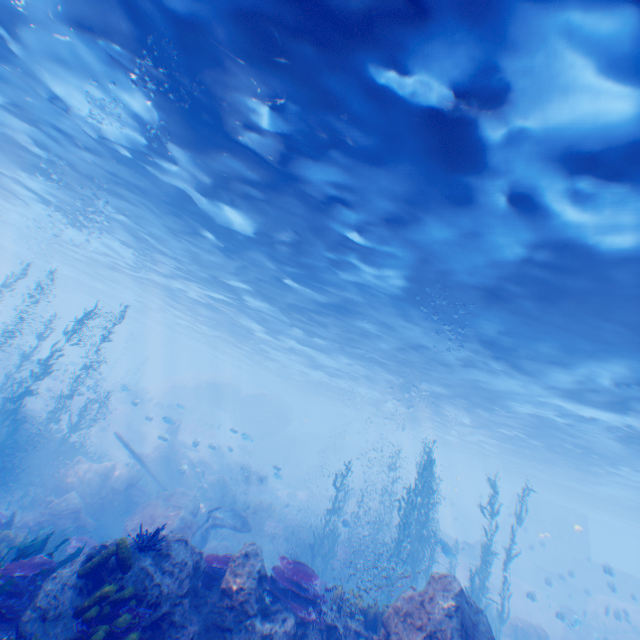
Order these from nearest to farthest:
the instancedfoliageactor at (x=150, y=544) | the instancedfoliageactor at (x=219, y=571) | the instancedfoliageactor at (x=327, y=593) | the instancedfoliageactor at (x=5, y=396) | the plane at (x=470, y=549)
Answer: the instancedfoliageactor at (x=150, y=544) → the instancedfoliageactor at (x=219, y=571) → the instancedfoliageactor at (x=327, y=593) → the instancedfoliageactor at (x=5, y=396) → the plane at (x=470, y=549)

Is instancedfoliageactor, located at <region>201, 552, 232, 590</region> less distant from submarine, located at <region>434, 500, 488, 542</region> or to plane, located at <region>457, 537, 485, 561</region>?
submarine, located at <region>434, 500, 488, 542</region>

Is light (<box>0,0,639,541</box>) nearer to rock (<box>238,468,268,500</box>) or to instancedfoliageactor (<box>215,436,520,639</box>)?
rock (<box>238,468,268,500</box>)

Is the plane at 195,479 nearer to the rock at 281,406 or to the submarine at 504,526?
the rock at 281,406

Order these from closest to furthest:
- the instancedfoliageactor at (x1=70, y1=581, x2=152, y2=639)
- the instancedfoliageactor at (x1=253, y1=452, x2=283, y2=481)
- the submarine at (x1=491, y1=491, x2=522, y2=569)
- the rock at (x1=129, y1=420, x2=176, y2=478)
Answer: the instancedfoliageactor at (x1=70, y1=581, x2=152, y2=639)
the instancedfoliageactor at (x1=253, y1=452, x2=283, y2=481)
the rock at (x1=129, y1=420, x2=176, y2=478)
the submarine at (x1=491, y1=491, x2=522, y2=569)

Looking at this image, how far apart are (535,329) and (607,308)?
2.5m

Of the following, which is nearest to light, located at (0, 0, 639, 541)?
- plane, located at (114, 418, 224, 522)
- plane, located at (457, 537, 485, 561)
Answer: plane, located at (457, 537, 485, 561)

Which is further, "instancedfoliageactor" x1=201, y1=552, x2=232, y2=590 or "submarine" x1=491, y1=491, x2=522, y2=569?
"submarine" x1=491, y1=491, x2=522, y2=569
